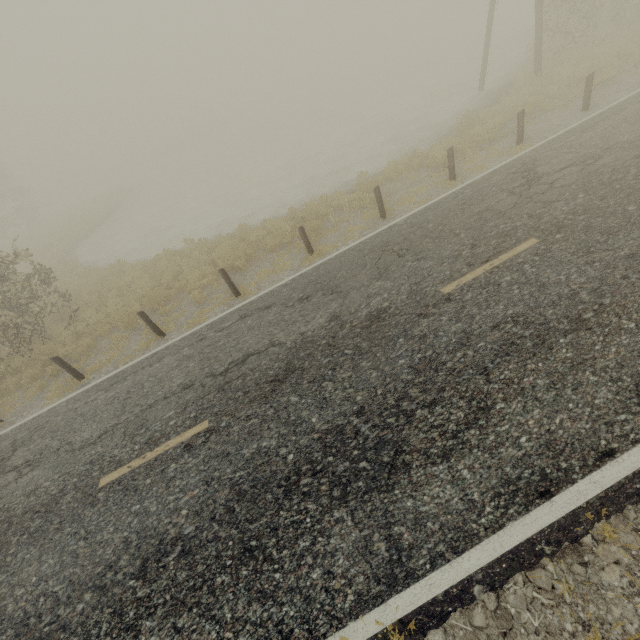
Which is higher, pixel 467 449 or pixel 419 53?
pixel 467 449
